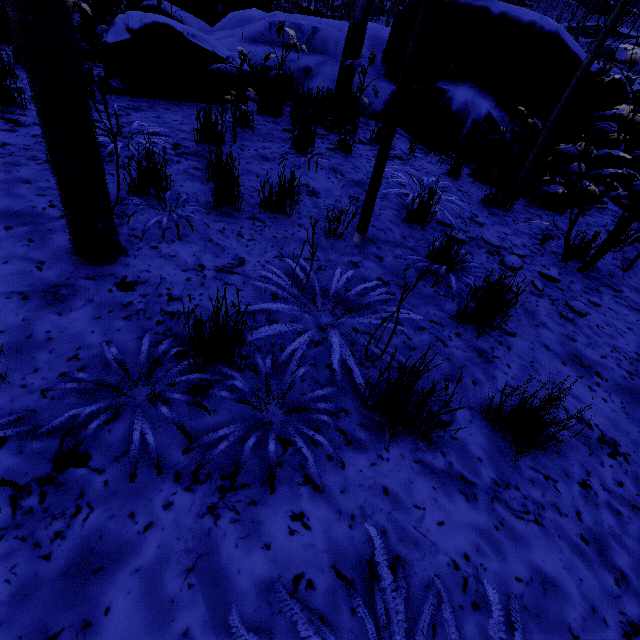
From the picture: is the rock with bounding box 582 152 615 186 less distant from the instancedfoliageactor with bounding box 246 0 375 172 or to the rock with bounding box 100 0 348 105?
the instancedfoliageactor with bounding box 246 0 375 172

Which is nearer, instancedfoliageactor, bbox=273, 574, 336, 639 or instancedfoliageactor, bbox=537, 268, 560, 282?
instancedfoliageactor, bbox=273, 574, 336, 639

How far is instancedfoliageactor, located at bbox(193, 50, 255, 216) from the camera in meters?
2.5 m

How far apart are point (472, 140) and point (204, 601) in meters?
6.5 m

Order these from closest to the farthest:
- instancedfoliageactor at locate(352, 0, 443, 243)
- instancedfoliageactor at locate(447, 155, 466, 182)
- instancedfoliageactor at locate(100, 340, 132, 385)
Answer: instancedfoliageactor at locate(100, 340, 132, 385)
instancedfoliageactor at locate(352, 0, 443, 243)
instancedfoliageactor at locate(447, 155, 466, 182)

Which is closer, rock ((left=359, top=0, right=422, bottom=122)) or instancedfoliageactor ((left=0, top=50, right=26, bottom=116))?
instancedfoliageactor ((left=0, top=50, right=26, bottom=116))

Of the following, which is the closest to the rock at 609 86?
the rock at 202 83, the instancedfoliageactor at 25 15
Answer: the instancedfoliageactor at 25 15

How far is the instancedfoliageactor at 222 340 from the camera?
1.4 meters
